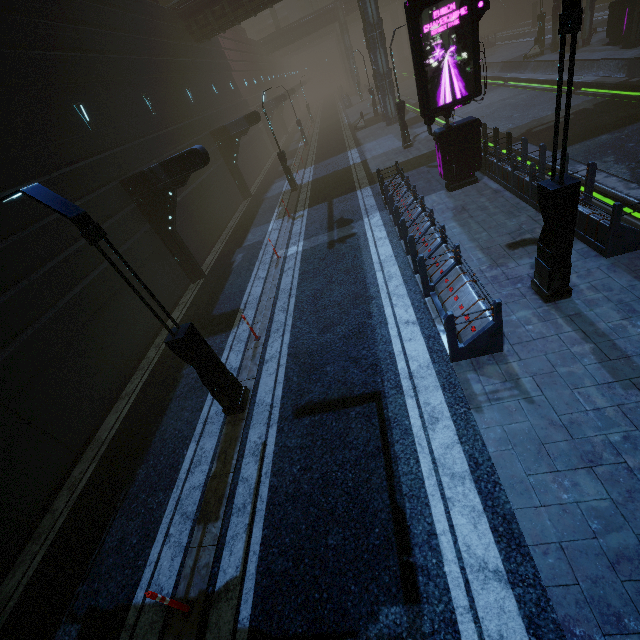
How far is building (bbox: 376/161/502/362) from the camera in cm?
617

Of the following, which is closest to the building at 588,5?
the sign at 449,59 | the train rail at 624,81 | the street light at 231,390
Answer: the train rail at 624,81

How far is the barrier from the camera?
26.4m

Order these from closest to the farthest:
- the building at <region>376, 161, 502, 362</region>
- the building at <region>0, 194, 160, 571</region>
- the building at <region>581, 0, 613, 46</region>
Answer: the building at <region>376, 161, 502, 362</region> → the building at <region>0, 194, 160, 571</region> → the building at <region>581, 0, 613, 46</region>

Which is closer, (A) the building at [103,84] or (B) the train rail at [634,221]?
(B) the train rail at [634,221]

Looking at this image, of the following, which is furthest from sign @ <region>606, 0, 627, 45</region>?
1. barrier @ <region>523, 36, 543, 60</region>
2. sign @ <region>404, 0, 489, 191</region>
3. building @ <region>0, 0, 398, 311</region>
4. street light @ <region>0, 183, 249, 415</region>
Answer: street light @ <region>0, 183, 249, 415</region>

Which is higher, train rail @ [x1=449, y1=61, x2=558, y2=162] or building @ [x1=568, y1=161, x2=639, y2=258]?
building @ [x1=568, y1=161, x2=639, y2=258]

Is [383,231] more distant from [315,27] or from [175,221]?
[315,27]
